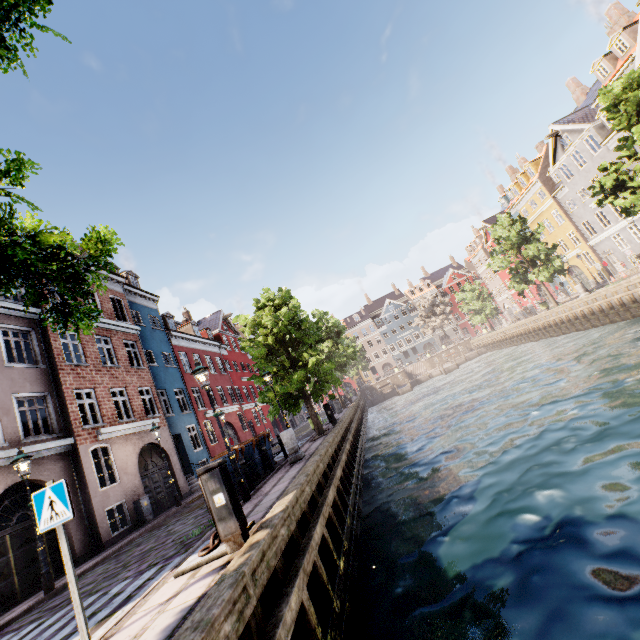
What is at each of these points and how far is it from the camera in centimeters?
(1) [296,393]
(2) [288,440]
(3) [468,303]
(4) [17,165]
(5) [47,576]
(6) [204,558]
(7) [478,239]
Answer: (1) tree, 1697cm
(2) pillar, 1108cm
(3) tree, 4691cm
(4) tree, 321cm
(5) street light, 862cm
(6) boat ring, 485cm
(7) building, 5631cm

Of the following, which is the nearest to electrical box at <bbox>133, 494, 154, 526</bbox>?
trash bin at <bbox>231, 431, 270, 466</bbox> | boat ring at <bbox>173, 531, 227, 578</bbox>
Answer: trash bin at <bbox>231, 431, 270, 466</bbox>

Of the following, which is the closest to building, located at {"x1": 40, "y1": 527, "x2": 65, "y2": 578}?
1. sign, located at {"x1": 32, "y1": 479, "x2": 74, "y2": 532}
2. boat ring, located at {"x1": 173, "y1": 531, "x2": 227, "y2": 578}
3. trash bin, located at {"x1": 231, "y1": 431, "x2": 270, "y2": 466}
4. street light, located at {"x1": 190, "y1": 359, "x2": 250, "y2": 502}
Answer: street light, located at {"x1": 190, "y1": 359, "x2": 250, "y2": 502}

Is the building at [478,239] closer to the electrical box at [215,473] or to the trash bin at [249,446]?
the trash bin at [249,446]

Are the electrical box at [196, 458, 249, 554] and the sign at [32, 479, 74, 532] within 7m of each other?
yes

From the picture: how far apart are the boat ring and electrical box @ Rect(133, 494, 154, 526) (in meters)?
10.81

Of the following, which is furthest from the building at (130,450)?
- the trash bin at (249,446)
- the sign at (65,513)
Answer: the sign at (65,513)

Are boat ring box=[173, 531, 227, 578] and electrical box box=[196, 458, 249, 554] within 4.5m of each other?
yes
